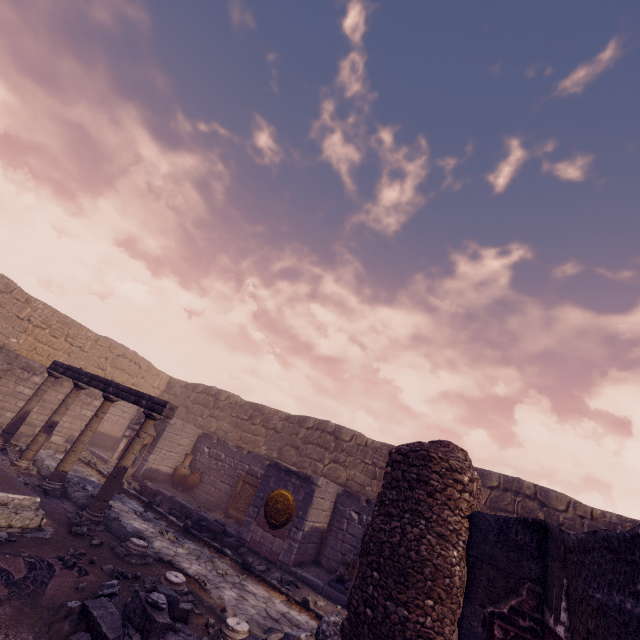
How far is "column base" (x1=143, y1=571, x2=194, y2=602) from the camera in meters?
5.3

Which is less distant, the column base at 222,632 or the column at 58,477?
the column base at 222,632

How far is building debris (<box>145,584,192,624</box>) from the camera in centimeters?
423cm

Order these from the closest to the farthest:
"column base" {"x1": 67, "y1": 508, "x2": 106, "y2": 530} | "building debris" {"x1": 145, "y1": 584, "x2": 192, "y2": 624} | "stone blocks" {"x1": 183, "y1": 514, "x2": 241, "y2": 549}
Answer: "building debris" {"x1": 145, "y1": 584, "x2": 192, "y2": 624}, "column base" {"x1": 67, "y1": 508, "x2": 106, "y2": 530}, "stone blocks" {"x1": 183, "y1": 514, "x2": 241, "y2": 549}

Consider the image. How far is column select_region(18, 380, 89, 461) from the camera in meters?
8.6 m

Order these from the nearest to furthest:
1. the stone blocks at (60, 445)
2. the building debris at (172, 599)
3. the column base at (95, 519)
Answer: the building debris at (172, 599), the column base at (95, 519), the stone blocks at (60, 445)

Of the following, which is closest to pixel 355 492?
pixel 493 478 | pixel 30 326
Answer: pixel 493 478

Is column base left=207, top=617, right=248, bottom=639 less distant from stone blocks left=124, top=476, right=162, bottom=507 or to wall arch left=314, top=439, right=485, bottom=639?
wall arch left=314, top=439, right=485, bottom=639
